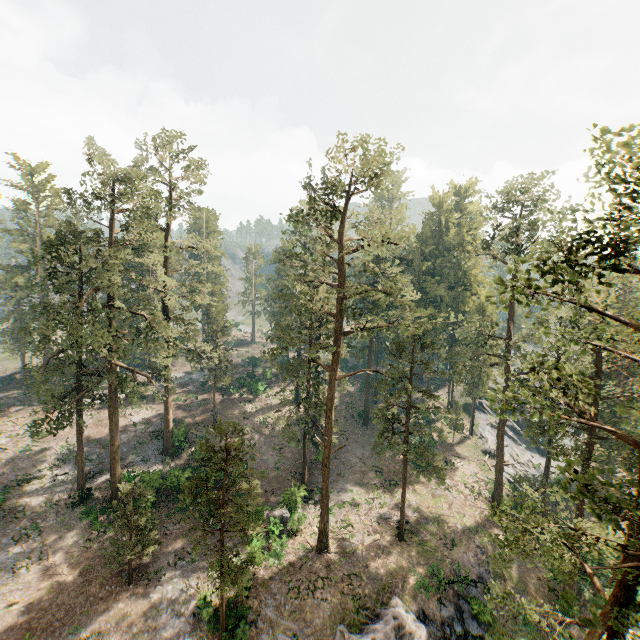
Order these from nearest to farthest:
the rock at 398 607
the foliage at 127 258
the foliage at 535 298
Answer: the foliage at 535 298
the foliage at 127 258
the rock at 398 607

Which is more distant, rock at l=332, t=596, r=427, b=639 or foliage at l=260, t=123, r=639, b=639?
rock at l=332, t=596, r=427, b=639

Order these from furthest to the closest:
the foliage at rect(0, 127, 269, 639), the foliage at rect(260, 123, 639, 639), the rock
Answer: the rock, the foliage at rect(0, 127, 269, 639), the foliage at rect(260, 123, 639, 639)

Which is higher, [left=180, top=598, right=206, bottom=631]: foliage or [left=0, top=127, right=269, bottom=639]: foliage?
[left=0, top=127, right=269, bottom=639]: foliage

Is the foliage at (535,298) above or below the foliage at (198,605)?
above

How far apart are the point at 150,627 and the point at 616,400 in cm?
3574

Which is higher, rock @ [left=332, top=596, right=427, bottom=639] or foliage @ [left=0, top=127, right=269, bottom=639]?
foliage @ [left=0, top=127, right=269, bottom=639]

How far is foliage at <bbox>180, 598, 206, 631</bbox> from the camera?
20.9m
